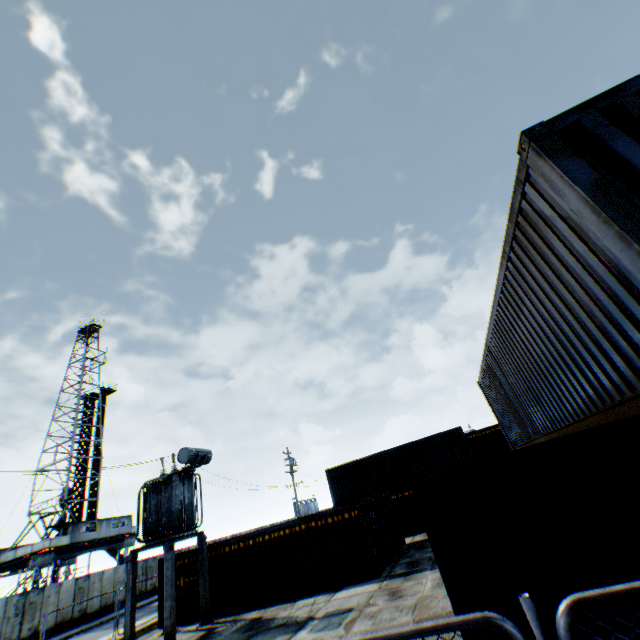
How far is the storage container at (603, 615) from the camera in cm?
210

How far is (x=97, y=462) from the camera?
41.53m

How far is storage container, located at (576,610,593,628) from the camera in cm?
213

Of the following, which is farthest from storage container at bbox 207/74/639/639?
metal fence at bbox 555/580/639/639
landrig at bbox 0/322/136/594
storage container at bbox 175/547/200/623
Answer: landrig at bbox 0/322/136/594

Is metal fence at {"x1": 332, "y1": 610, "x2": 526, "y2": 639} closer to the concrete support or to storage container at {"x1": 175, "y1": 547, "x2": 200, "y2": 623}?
the concrete support

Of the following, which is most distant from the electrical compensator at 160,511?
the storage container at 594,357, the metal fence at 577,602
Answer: the storage container at 594,357

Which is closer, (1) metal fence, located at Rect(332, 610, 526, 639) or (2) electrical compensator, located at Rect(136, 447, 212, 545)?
(1) metal fence, located at Rect(332, 610, 526, 639)

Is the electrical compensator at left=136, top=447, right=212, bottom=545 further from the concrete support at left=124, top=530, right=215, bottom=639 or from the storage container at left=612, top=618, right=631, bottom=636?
the storage container at left=612, top=618, right=631, bottom=636
